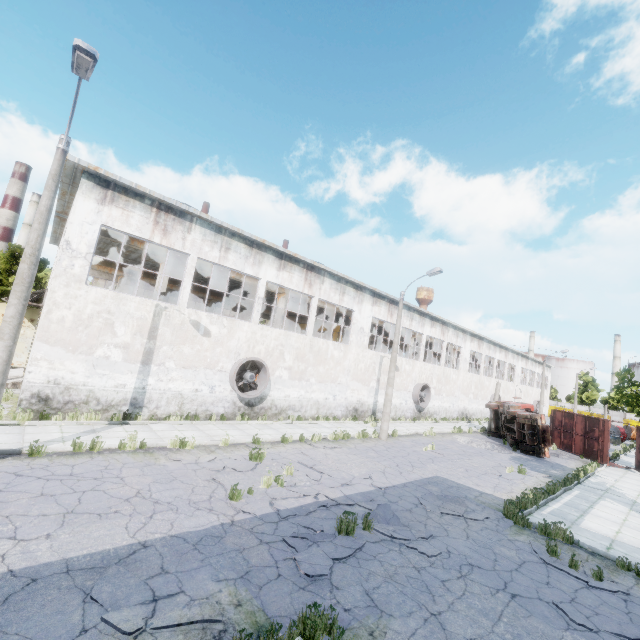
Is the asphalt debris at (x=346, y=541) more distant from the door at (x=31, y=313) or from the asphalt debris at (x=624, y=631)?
the door at (x=31, y=313)

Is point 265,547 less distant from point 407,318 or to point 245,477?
point 245,477

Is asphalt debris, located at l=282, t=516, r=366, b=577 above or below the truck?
below

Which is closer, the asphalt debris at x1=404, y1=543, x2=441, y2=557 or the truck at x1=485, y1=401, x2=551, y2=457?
the asphalt debris at x1=404, y1=543, x2=441, y2=557

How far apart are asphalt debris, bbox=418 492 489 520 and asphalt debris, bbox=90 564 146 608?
7.73m

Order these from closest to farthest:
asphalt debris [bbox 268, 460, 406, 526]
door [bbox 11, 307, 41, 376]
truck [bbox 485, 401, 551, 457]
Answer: asphalt debris [bbox 268, 460, 406, 526]
door [bbox 11, 307, 41, 376]
truck [bbox 485, 401, 551, 457]

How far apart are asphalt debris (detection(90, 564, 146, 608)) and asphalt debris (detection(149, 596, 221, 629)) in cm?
19

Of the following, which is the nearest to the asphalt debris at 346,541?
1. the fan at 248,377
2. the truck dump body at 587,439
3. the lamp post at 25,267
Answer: the lamp post at 25,267
